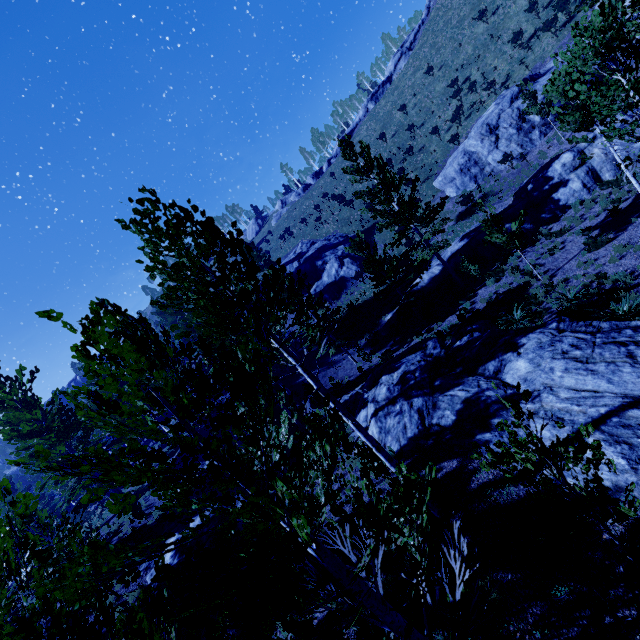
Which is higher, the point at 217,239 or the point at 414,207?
the point at 217,239

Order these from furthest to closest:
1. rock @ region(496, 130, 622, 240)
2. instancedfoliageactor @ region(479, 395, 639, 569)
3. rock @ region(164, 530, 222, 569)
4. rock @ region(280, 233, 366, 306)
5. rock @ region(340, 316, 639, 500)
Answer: rock @ region(280, 233, 366, 306) → rock @ region(496, 130, 622, 240) → rock @ region(164, 530, 222, 569) → rock @ region(340, 316, 639, 500) → instancedfoliageactor @ region(479, 395, 639, 569)

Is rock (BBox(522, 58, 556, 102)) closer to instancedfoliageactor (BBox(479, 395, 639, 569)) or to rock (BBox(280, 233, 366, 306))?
instancedfoliageactor (BBox(479, 395, 639, 569))

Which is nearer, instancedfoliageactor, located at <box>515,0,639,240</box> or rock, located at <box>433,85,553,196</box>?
instancedfoliageactor, located at <box>515,0,639,240</box>

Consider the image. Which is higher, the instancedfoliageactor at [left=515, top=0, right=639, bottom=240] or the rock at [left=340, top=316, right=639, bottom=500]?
the instancedfoliageactor at [left=515, top=0, right=639, bottom=240]

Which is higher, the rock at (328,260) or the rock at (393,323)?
the rock at (328,260)

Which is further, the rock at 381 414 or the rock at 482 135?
the rock at 482 135

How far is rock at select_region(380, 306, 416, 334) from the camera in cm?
2406
